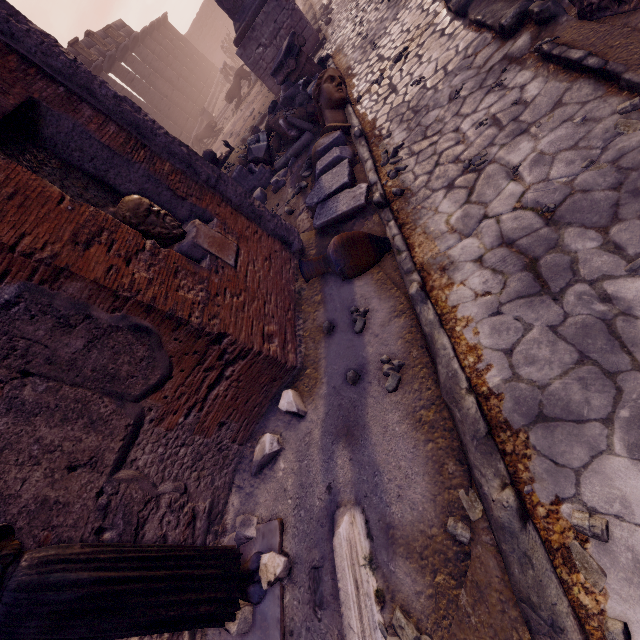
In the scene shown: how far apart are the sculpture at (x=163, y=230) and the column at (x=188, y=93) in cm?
2610

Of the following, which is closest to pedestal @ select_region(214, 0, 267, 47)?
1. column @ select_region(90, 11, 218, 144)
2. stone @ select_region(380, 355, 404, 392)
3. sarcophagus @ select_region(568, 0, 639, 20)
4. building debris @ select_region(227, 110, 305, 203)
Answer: building debris @ select_region(227, 110, 305, 203)

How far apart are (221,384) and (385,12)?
10.0 meters

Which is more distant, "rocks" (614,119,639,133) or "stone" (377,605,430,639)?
"rocks" (614,119,639,133)

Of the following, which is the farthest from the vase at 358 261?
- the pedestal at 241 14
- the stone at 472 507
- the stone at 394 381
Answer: the pedestal at 241 14

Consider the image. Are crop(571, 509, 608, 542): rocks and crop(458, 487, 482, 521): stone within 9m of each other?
yes

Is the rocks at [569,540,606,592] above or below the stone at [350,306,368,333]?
below

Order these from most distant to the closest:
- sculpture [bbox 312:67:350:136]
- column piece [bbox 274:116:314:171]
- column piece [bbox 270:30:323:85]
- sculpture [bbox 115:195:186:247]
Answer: column piece [bbox 270:30:323:85], column piece [bbox 274:116:314:171], sculpture [bbox 312:67:350:136], sculpture [bbox 115:195:186:247]
